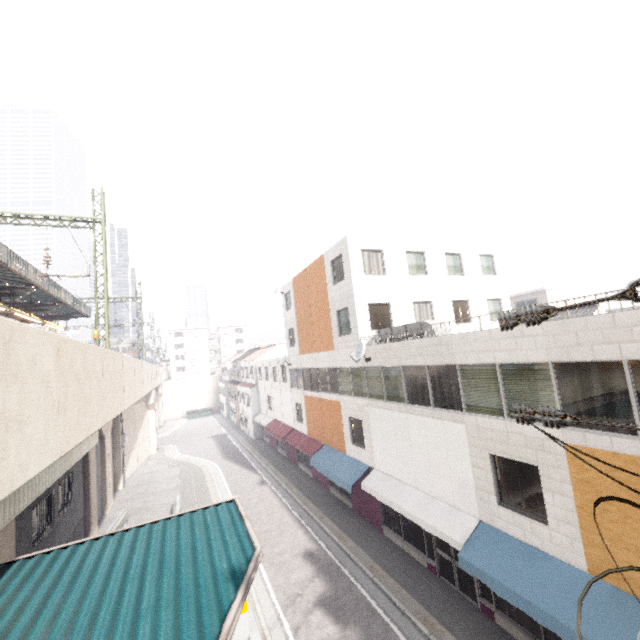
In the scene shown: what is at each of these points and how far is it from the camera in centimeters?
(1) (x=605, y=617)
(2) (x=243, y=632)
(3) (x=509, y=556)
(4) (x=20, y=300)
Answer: (1) awning, 675cm
(2) ticket machine, 636cm
(3) awning, 883cm
(4) awning structure, 2089cm

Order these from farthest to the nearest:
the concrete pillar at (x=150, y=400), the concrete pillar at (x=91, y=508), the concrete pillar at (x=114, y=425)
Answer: the concrete pillar at (x=150, y=400), the concrete pillar at (x=114, y=425), the concrete pillar at (x=91, y=508)

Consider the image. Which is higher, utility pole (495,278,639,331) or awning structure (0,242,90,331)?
awning structure (0,242,90,331)

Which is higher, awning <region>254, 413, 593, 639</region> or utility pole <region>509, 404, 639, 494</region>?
utility pole <region>509, 404, 639, 494</region>

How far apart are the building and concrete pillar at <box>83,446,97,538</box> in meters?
38.7 m

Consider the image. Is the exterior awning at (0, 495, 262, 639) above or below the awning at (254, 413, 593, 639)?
above

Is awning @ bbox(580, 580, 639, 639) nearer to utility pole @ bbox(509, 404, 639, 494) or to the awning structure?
utility pole @ bbox(509, 404, 639, 494)

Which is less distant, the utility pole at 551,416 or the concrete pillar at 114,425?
the utility pole at 551,416
